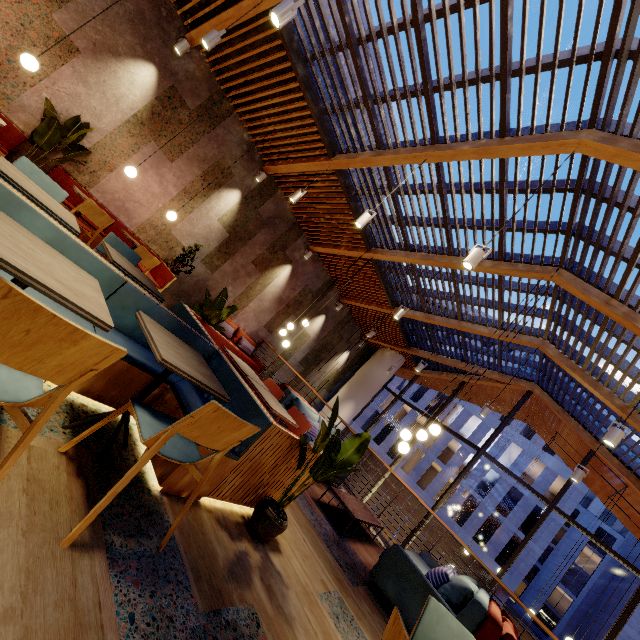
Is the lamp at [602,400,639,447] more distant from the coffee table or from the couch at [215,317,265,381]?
the couch at [215,317,265,381]

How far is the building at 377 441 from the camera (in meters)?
34.19

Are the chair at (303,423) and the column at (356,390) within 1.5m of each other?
no

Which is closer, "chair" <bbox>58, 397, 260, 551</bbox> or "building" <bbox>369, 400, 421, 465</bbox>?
"chair" <bbox>58, 397, 260, 551</bbox>

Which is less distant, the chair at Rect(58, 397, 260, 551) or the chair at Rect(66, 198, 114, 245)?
the chair at Rect(58, 397, 260, 551)

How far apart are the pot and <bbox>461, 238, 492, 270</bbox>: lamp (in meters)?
3.32

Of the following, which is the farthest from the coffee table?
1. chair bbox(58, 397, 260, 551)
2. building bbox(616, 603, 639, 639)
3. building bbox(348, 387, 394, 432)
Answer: building bbox(616, 603, 639, 639)

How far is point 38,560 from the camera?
1.3m
